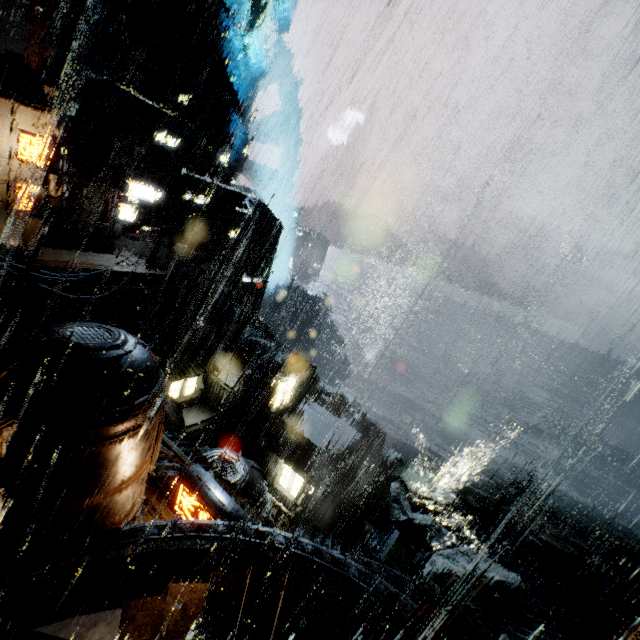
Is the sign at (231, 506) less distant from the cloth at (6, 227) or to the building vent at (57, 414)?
the building vent at (57, 414)

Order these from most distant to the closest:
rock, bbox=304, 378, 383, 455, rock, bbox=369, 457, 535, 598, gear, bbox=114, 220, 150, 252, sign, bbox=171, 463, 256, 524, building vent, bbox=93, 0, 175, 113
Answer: rock, bbox=304, 378, 383, 455
rock, bbox=369, 457, 535, 598
building vent, bbox=93, 0, 175, 113
gear, bbox=114, 220, 150, 252
sign, bbox=171, 463, 256, 524

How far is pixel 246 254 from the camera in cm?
4962

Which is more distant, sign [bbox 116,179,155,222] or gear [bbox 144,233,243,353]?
gear [bbox 144,233,243,353]

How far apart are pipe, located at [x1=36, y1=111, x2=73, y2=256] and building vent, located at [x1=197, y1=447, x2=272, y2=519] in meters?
16.9

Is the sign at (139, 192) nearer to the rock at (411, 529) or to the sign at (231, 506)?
the sign at (231, 506)

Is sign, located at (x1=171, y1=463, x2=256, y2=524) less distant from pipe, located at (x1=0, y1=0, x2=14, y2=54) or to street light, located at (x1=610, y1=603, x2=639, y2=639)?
street light, located at (x1=610, y1=603, x2=639, y2=639)

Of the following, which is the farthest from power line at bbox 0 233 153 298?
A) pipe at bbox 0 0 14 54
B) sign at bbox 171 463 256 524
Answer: pipe at bbox 0 0 14 54
